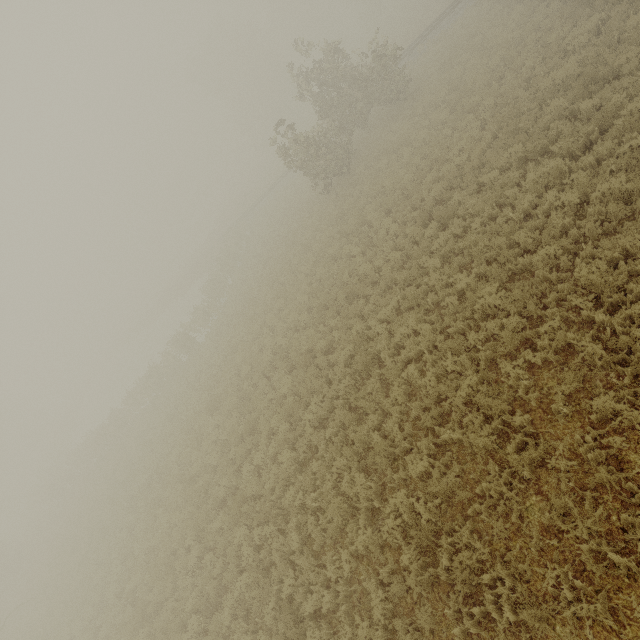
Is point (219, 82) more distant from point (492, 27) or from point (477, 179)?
point (477, 179)
